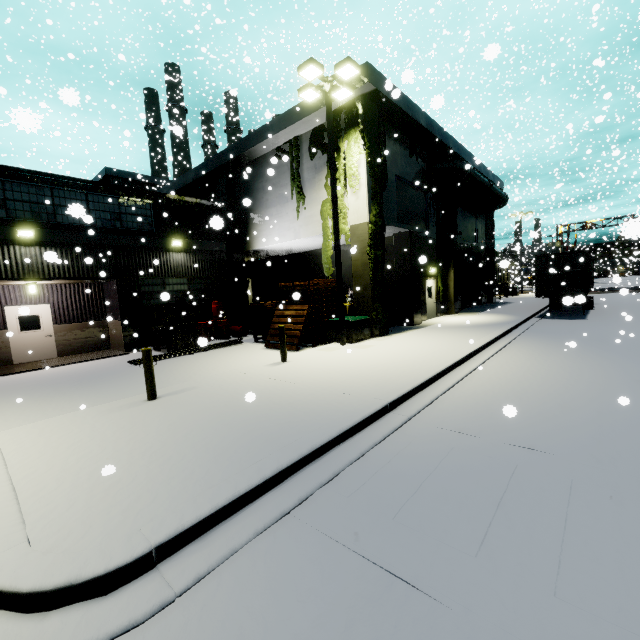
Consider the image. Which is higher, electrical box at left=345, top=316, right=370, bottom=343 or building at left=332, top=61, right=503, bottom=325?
building at left=332, top=61, right=503, bottom=325

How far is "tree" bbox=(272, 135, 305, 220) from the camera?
15.96m

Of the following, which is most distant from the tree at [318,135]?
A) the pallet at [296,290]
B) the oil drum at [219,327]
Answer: the oil drum at [219,327]

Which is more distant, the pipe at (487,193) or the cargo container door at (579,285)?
the pipe at (487,193)

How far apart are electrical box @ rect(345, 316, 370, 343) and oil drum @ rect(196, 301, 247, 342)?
6.3 meters

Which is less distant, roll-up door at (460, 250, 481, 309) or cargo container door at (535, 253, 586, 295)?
cargo container door at (535, 253, 586, 295)

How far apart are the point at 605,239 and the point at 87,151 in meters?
38.5 m

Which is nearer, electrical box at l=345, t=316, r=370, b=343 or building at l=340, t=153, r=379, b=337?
electrical box at l=345, t=316, r=370, b=343
